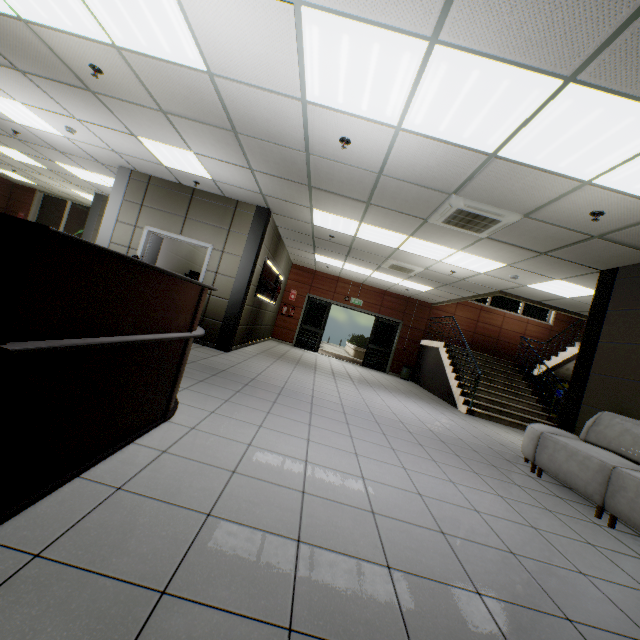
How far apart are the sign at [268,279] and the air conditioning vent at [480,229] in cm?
419

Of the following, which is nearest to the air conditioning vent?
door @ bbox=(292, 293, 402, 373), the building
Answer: the building

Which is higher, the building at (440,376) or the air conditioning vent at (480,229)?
the air conditioning vent at (480,229)

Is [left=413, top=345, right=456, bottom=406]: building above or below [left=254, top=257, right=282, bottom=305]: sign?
below

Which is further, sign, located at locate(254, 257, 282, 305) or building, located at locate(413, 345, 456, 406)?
building, located at locate(413, 345, 456, 406)

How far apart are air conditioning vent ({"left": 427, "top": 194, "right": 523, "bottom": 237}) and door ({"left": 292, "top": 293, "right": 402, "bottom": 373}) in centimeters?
801cm

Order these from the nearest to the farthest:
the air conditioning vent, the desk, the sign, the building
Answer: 1. the desk
2. the air conditioning vent
3. the sign
4. the building

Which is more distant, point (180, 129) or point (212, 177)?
point (212, 177)
